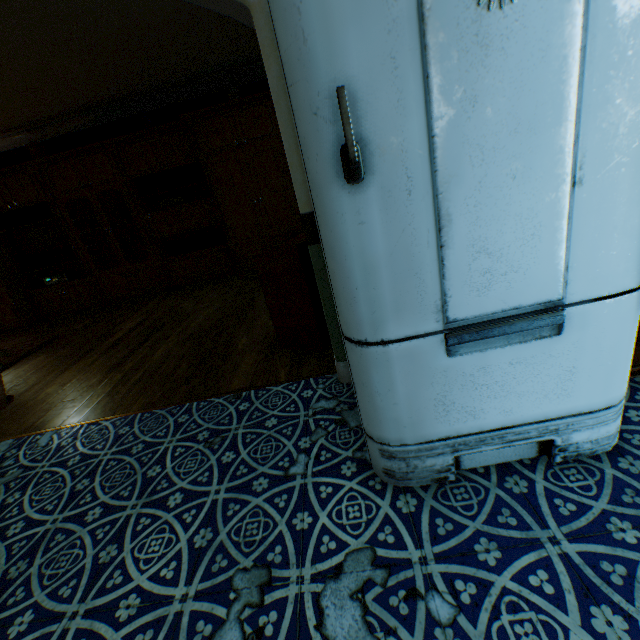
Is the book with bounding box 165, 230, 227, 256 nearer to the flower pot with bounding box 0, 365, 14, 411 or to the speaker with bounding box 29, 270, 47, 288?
the speaker with bounding box 29, 270, 47, 288

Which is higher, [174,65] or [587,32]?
[174,65]

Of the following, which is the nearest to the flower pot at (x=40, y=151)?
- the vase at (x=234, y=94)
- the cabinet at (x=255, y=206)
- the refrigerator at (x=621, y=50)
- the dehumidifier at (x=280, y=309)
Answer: the cabinet at (x=255, y=206)

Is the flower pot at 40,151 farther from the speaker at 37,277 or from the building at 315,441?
the speaker at 37,277

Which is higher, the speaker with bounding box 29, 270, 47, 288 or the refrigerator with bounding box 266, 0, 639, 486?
the speaker with bounding box 29, 270, 47, 288

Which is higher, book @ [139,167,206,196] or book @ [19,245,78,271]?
book @ [139,167,206,196]

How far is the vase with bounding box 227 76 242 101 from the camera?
4.86m

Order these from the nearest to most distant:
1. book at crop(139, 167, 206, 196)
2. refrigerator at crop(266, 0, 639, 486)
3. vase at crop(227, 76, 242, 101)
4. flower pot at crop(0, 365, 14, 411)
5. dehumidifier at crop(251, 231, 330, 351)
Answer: refrigerator at crop(266, 0, 639, 486) → dehumidifier at crop(251, 231, 330, 351) → flower pot at crop(0, 365, 14, 411) → vase at crop(227, 76, 242, 101) → book at crop(139, 167, 206, 196)
